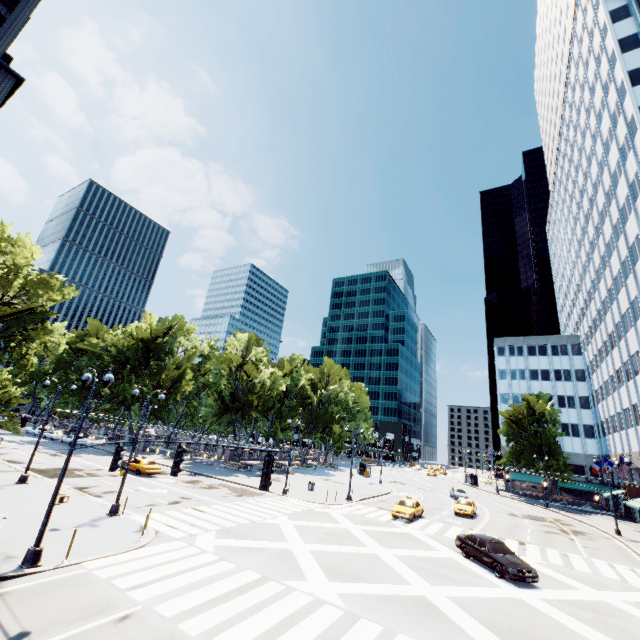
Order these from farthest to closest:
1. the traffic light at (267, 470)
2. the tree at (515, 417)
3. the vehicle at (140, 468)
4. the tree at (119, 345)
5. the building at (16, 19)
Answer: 1. the tree at (515, 417)
2. the tree at (119, 345)
3. the building at (16, 19)
4. the vehicle at (140, 468)
5. the traffic light at (267, 470)

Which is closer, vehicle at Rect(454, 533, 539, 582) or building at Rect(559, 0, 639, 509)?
→ vehicle at Rect(454, 533, 539, 582)

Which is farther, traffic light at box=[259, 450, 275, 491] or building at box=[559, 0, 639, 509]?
building at box=[559, 0, 639, 509]

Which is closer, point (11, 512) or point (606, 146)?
point (11, 512)

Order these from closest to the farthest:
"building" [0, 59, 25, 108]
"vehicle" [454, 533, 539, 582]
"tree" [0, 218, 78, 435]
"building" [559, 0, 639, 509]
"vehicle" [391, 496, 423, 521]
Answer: "tree" [0, 218, 78, 435] → "vehicle" [454, 533, 539, 582] → "vehicle" [391, 496, 423, 521] → "building" [559, 0, 639, 509] → "building" [0, 59, 25, 108]

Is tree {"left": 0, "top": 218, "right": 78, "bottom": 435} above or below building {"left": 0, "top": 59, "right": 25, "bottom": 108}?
below

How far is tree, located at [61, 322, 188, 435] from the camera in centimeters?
5350cm

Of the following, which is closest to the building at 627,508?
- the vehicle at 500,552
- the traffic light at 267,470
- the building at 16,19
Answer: the vehicle at 500,552
